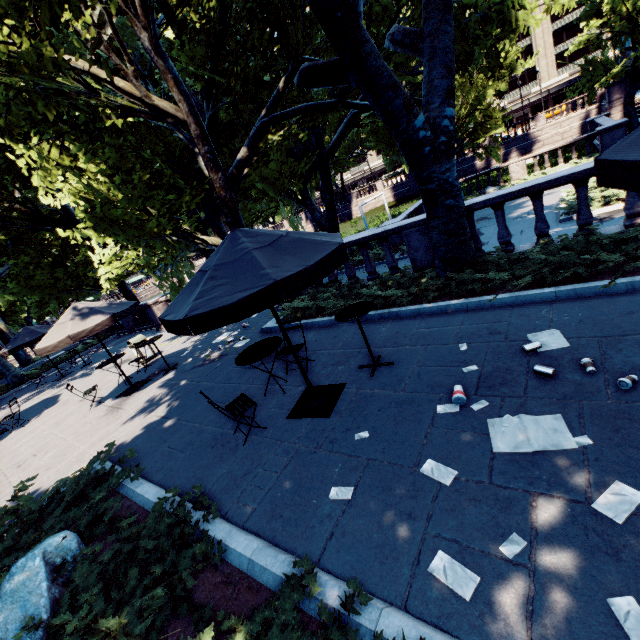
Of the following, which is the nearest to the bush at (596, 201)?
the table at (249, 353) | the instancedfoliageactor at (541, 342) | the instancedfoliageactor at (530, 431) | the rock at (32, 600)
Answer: the instancedfoliageactor at (541, 342)

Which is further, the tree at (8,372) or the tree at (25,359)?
the tree at (25,359)

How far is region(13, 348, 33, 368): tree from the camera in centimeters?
2668cm

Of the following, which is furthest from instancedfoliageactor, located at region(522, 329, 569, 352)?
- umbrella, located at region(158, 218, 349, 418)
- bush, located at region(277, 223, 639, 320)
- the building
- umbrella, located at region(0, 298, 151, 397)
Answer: the building

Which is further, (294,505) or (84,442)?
(84,442)

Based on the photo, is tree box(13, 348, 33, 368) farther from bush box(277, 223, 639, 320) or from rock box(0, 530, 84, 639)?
rock box(0, 530, 84, 639)

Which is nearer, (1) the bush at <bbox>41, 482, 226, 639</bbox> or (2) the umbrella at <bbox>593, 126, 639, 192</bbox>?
(2) the umbrella at <bbox>593, 126, 639, 192</bbox>

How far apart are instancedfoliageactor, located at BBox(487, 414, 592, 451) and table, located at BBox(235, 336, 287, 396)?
3.5m
